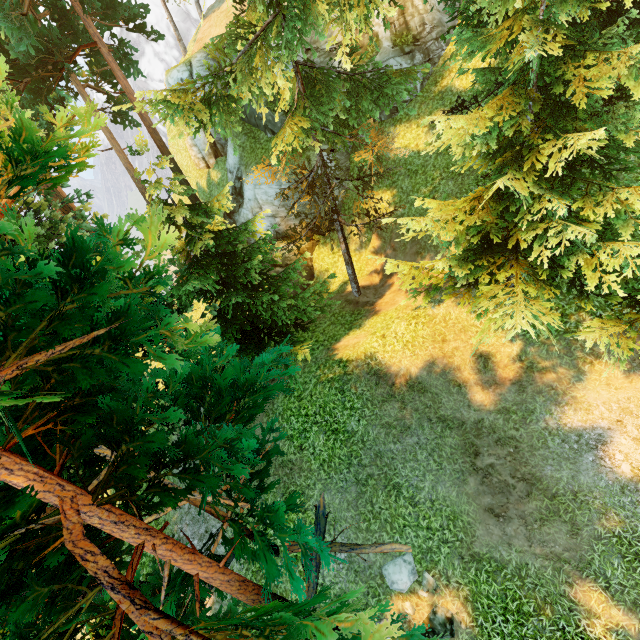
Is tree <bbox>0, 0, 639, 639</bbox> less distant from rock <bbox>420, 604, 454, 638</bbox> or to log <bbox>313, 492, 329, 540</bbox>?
log <bbox>313, 492, 329, 540</bbox>

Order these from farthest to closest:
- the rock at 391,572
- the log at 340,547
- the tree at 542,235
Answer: the log at 340,547, the rock at 391,572, the tree at 542,235

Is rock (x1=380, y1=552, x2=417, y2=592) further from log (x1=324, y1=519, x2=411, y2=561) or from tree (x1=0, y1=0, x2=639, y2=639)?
tree (x1=0, y1=0, x2=639, y2=639)

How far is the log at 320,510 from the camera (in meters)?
10.16

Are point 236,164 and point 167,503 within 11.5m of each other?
no

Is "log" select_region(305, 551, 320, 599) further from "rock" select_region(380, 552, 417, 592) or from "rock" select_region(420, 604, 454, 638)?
"rock" select_region(420, 604, 454, 638)

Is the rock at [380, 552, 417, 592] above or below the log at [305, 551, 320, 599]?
above

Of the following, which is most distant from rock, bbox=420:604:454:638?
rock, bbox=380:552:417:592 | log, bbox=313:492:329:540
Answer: log, bbox=313:492:329:540
